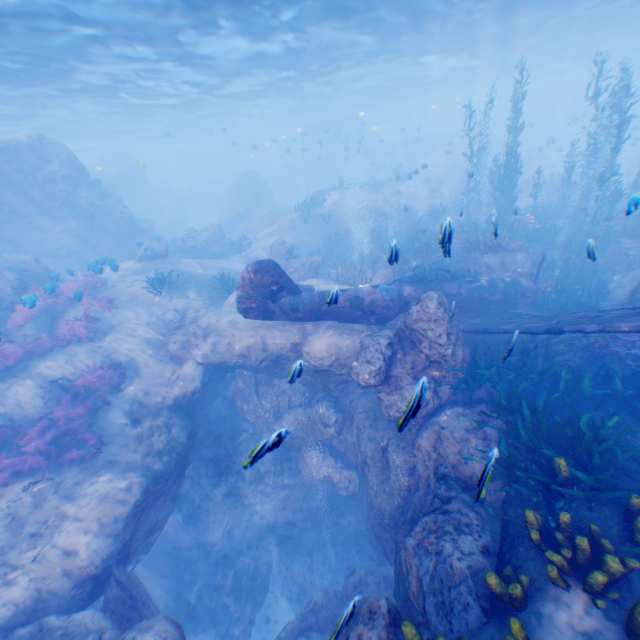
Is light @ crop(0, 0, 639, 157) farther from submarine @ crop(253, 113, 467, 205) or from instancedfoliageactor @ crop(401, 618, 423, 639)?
instancedfoliageactor @ crop(401, 618, 423, 639)

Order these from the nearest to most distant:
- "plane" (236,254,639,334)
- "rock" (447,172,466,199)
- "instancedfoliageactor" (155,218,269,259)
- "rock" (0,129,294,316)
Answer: "plane" (236,254,639,334) → "rock" (0,129,294,316) → "instancedfoliageactor" (155,218,269,259) → "rock" (447,172,466,199)

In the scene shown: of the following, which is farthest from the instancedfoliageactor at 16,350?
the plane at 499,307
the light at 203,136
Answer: the light at 203,136

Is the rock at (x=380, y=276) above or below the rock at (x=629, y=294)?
above

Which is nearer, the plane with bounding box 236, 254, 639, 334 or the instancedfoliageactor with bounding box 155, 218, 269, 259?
the plane with bounding box 236, 254, 639, 334

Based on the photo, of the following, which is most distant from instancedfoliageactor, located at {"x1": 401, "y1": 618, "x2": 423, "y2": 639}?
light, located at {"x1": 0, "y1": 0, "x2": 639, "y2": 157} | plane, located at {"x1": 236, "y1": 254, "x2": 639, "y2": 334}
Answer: light, located at {"x1": 0, "y1": 0, "x2": 639, "y2": 157}

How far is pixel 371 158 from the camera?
46.81m
